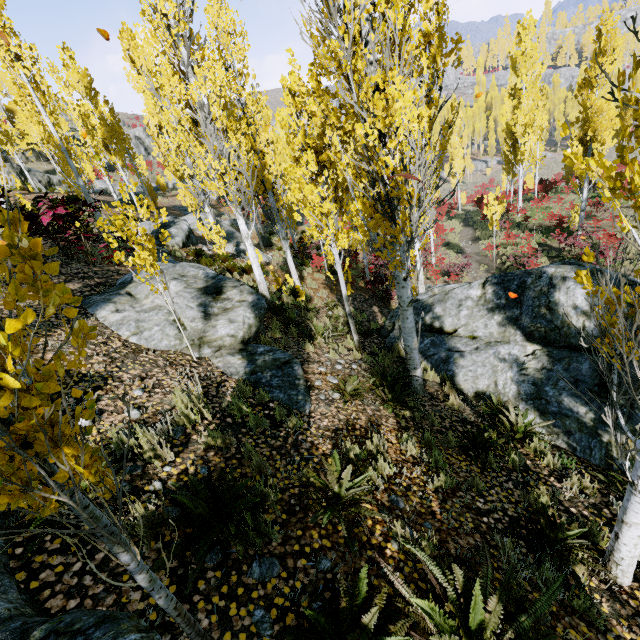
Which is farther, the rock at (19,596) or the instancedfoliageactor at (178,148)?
the instancedfoliageactor at (178,148)

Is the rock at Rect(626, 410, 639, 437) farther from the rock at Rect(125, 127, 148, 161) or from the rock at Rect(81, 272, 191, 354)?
the rock at Rect(125, 127, 148, 161)

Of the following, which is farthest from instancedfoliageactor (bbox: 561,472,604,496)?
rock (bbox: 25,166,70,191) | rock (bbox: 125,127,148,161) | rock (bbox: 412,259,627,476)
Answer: rock (bbox: 125,127,148,161)

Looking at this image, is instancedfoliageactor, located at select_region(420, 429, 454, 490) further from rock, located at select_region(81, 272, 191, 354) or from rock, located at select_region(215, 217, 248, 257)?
rock, located at select_region(215, 217, 248, 257)

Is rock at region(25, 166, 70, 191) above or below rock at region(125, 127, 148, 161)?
below

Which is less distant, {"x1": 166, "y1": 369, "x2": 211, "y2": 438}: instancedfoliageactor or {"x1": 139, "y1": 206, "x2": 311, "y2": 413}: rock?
{"x1": 166, "y1": 369, "x2": 211, "y2": 438}: instancedfoliageactor

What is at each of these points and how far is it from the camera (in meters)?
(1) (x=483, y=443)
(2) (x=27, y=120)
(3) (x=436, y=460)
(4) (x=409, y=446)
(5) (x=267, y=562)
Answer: (1) instancedfoliageactor, 5.19
(2) instancedfoliageactor, 22.89
(3) instancedfoliageactor, 4.57
(4) instancedfoliageactor, 4.70
(5) instancedfoliageactor, 2.80

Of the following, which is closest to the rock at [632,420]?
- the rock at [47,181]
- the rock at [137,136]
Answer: the rock at [47,181]
